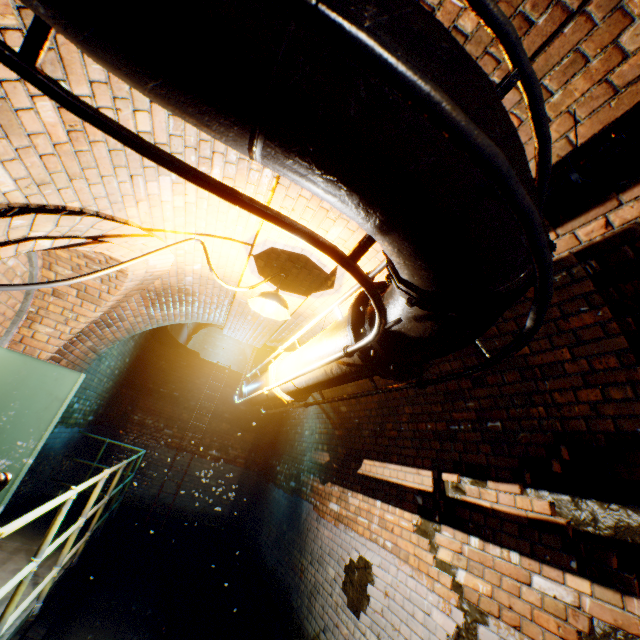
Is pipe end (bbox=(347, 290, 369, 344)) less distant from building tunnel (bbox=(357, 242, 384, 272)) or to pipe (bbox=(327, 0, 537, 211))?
pipe (bbox=(327, 0, 537, 211))

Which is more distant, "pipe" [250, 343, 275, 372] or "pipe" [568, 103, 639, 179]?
"pipe" [250, 343, 275, 372]

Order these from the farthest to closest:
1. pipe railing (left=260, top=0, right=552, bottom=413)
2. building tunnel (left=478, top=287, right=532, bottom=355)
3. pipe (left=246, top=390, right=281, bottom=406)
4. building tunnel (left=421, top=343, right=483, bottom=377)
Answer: pipe (left=246, top=390, right=281, bottom=406), building tunnel (left=421, top=343, right=483, bottom=377), building tunnel (left=478, top=287, right=532, bottom=355), pipe railing (left=260, top=0, right=552, bottom=413)

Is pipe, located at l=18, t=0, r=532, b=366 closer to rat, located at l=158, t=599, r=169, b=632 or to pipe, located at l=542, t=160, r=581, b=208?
pipe, located at l=542, t=160, r=581, b=208

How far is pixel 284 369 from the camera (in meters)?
3.27

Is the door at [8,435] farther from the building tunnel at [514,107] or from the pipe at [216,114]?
the pipe at [216,114]

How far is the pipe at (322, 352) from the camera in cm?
209
